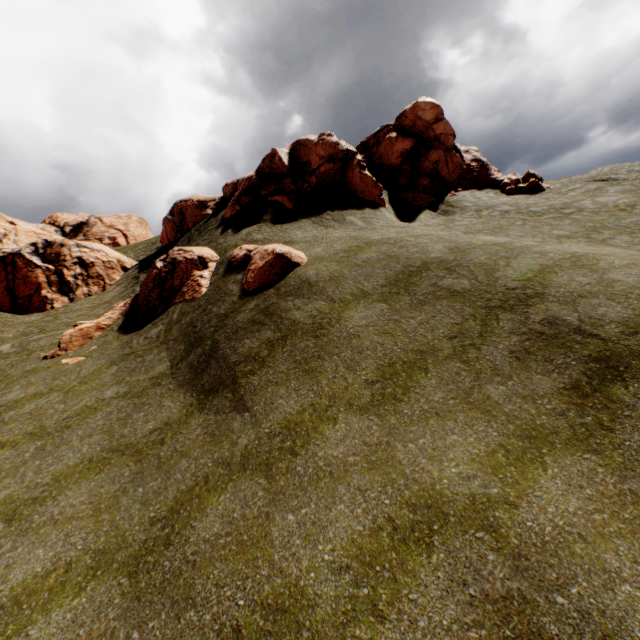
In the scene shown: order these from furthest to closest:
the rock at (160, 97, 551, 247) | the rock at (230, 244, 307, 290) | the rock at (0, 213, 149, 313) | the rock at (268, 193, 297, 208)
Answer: the rock at (0, 213, 149, 313), the rock at (160, 97, 551, 247), the rock at (268, 193, 297, 208), the rock at (230, 244, 307, 290)

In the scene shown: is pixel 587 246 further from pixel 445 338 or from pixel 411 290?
pixel 445 338

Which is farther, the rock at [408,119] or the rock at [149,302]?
the rock at [408,119]

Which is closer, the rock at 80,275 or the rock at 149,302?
the rock at 149,302

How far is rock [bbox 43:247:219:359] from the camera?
17.0 meters

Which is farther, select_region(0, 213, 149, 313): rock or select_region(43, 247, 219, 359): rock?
select_region(0, 213, 149, 313): rock
